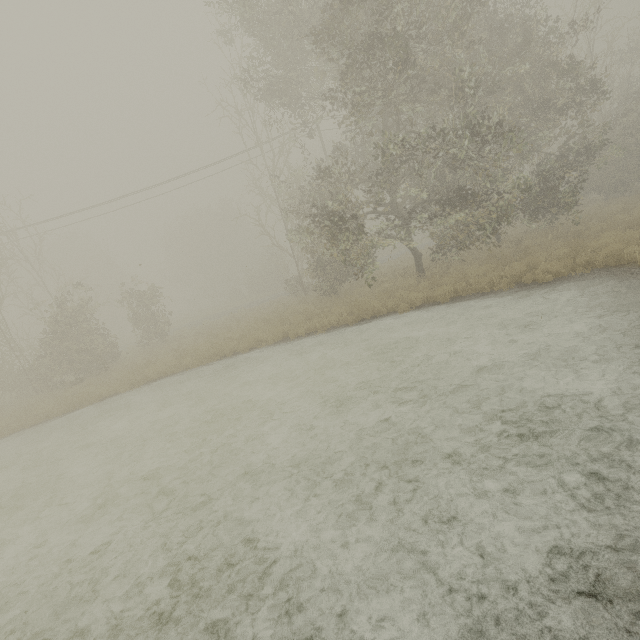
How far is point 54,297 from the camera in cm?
1681
